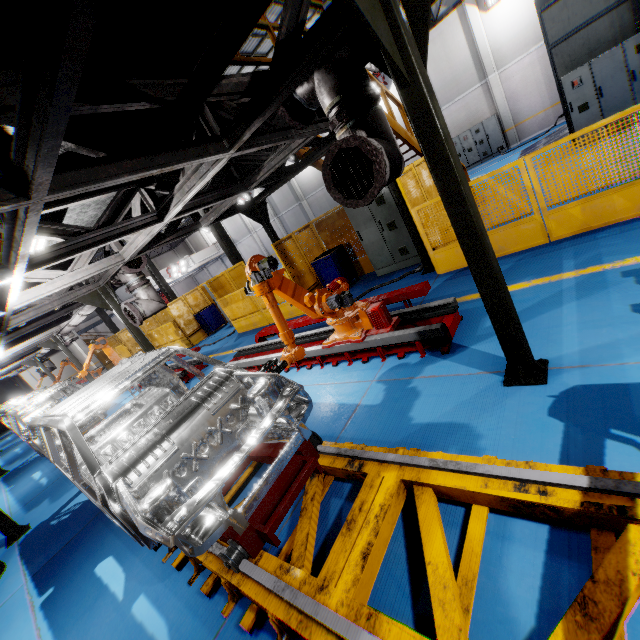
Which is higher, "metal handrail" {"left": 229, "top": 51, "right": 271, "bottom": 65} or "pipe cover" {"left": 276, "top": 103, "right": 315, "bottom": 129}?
"metal handrail" {"left": 229, "top": 51, "right": 271, "bottom": 65}

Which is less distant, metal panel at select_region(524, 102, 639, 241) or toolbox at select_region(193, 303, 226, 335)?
metal panel at select_region(524, 102, 639, 241)

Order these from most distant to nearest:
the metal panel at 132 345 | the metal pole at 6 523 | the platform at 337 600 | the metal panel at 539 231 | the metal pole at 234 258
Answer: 1. the metal panel at 132 345
2. the metal pole at 234 258
3. the metal pole at 6 523
4. the metal panel at 539 231
5. the platform at 337 600

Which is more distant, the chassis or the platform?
the chassis

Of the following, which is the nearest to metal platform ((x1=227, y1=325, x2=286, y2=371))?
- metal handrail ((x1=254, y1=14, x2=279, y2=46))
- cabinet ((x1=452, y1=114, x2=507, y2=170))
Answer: metal handrail ((x1=254, y1=14, x2=279, y2=46))

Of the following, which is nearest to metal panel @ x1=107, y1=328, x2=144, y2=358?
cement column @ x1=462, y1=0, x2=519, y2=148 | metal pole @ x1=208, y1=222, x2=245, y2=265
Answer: metal pole @ x1=208, y1=222, x2=245, y2=265

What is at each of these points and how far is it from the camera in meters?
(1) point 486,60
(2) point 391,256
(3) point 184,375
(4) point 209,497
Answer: (1) cement column, 17.8 m
(2) cabinet, 8.6 m
(3) metal platform, 9.6 m
(4) chassis, 2.4 m

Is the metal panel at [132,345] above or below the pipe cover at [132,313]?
below
